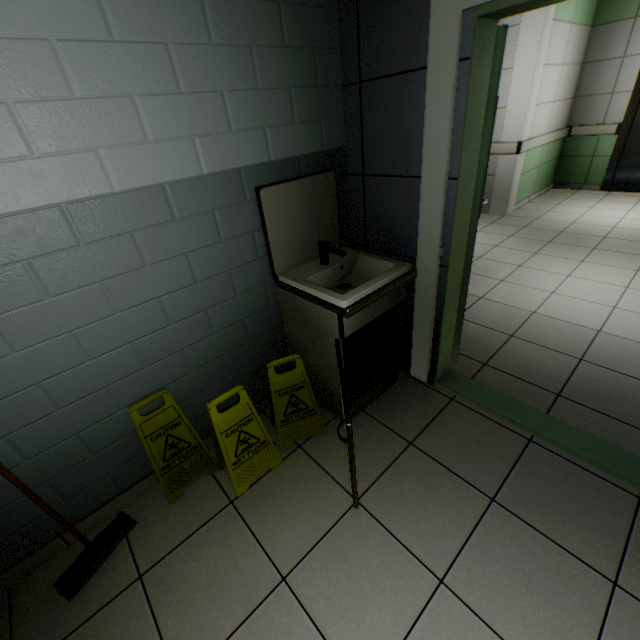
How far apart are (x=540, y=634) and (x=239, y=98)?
2.6m

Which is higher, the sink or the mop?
the sink

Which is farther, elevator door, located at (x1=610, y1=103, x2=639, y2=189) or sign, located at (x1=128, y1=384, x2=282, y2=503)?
elevator door, located at (x1=610, y1=103, x2=639, y2=189)

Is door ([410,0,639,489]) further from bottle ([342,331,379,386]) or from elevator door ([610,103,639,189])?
elevator door ([610,103,639,189])

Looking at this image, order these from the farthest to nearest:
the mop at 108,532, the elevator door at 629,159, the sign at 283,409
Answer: the elevator door at 629,159, the sign at 283,409, the mop at 108,532

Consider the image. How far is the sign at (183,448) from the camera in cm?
171

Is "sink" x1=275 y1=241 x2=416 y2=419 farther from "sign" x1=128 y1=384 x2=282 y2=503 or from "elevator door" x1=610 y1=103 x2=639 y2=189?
"elevator door" x1=610 y1=103 x2=639 y2=189

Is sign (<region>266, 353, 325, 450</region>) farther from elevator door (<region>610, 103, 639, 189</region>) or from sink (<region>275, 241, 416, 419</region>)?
elevator door (<region>610, 103, 639, 189</region>)
